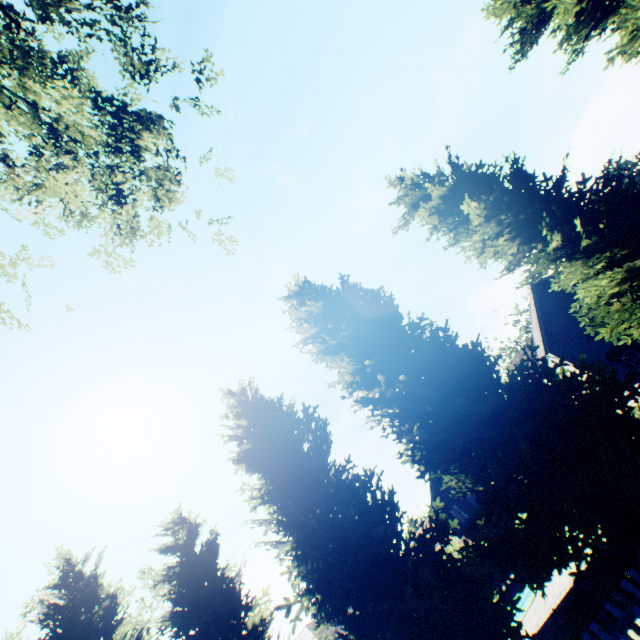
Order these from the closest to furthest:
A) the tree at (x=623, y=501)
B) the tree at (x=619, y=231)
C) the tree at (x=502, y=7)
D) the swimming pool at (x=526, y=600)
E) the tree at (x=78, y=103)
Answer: the tree at (x=78, y=103) → the tree at (x=623, y=501) → the tree at (x=619, y=231) → the tree at (x=502, y=7) → the swimming pool at (x=526, y=600)

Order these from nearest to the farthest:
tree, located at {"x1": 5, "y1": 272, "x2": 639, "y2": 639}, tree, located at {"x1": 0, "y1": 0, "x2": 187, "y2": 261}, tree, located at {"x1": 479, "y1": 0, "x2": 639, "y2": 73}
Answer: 1. tree, located at {"x1": 0, "y1": 0, "x2": 187, "y2": 261}
2. tree, located at {"x1": 5, "y1": 272, "x2": 639, "y2": 639}
3. tree, located at {"x1": 479, "y1": 0, "x2": 639, "y2": 73}

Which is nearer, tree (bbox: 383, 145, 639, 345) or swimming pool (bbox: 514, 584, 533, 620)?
tree (bbox: 383, 145, 639, 345)

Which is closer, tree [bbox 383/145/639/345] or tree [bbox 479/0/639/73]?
tree [bbox 383/145/639/345]

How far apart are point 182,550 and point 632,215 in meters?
16.8 m

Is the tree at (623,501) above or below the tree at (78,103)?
below

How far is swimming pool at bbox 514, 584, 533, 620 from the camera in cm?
1443
